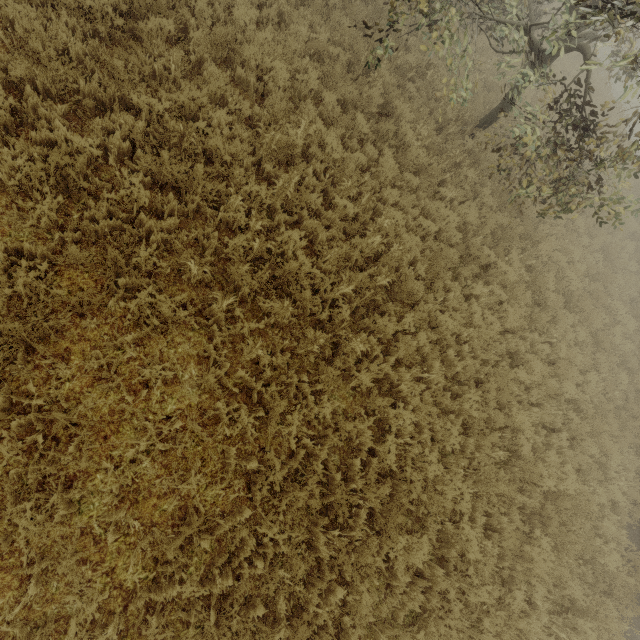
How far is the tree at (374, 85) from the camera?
6.6m

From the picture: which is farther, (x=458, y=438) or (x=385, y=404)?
(x=458, y=438)

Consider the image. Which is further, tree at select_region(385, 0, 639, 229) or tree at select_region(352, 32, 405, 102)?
tree at select_region(352, 32, 405, 102)

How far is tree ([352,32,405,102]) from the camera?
6.59m

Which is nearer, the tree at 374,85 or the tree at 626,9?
the tree at 626,9
